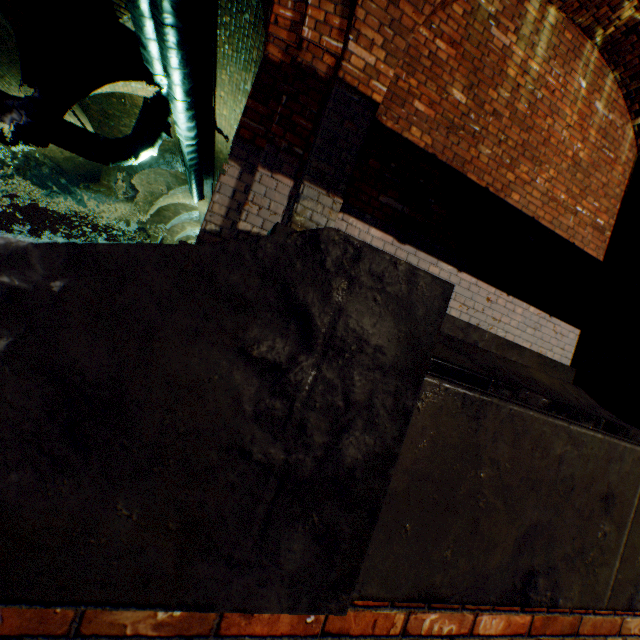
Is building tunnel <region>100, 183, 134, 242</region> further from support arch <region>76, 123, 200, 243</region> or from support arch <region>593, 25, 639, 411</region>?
support arch <region>593, 25, 639, 411</region>

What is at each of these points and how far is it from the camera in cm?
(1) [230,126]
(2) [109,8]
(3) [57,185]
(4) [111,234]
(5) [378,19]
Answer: (1) building tunnel, 869
(2) support arch, 584
(3) building tunnel, 1695
(4) building tunnel, 2716
(5) support arch, 296

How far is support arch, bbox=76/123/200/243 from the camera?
11.09m

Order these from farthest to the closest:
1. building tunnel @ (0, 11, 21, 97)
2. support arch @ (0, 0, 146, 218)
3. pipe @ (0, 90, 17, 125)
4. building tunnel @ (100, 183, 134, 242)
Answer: building tunnel @ (100, 183, 134, 242) < building tunnel @ (0, 11, 21, 97) < pipe @ (0, 90, 17, 125) < support arch @ (0, 0, 146, 218)

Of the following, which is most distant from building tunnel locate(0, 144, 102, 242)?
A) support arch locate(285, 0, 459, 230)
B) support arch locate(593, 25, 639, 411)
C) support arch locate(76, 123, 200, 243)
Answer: support arch locate(593, 25, 639, 411)

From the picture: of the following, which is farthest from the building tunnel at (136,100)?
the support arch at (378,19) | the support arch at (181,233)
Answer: the support arch at (378,19)

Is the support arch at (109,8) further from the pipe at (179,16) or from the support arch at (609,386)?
the support arch at (609,386)

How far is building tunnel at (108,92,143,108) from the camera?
9.12m
